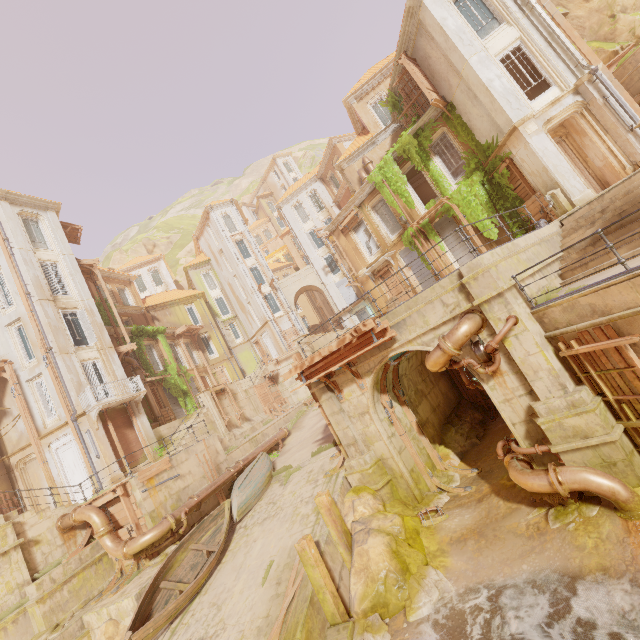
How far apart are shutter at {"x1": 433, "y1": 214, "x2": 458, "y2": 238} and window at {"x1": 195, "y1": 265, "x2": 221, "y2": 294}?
29.76m

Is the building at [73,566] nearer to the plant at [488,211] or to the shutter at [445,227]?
the plant at [488,211]

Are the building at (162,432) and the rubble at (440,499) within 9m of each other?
no

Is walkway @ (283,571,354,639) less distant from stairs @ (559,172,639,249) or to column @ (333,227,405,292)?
stairs @ (559,172,639,249)

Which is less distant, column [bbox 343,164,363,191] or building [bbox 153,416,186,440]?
building [bbox 153,416,186,440]

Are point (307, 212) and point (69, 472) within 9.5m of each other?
no

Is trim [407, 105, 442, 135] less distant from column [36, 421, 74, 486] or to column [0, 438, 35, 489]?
column [36, 421, 74, 486]

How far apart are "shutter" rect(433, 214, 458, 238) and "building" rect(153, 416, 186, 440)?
21.87m
